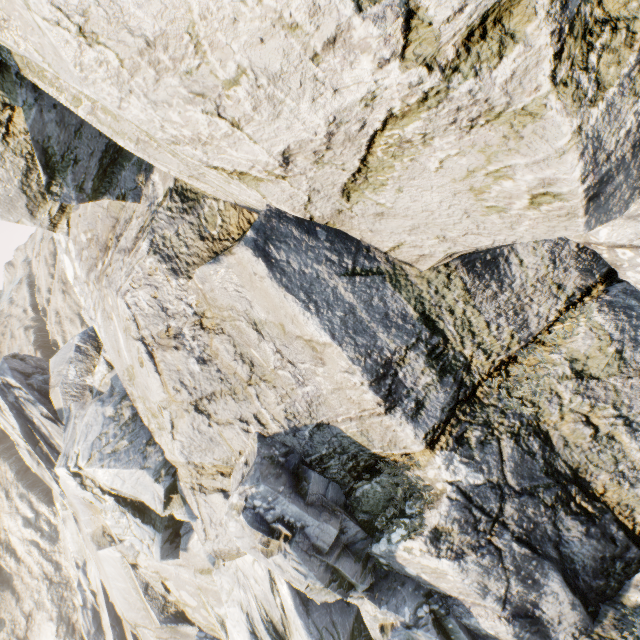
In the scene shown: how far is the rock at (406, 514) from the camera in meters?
6.8

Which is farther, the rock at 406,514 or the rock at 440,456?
the rock at 406,514

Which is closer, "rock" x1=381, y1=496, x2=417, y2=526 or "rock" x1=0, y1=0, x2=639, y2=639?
"rock" x1=0, y1=0, x2=639, y2=639

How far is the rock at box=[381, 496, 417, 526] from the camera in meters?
6.8

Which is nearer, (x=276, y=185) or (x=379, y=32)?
(x=379, y=32)
